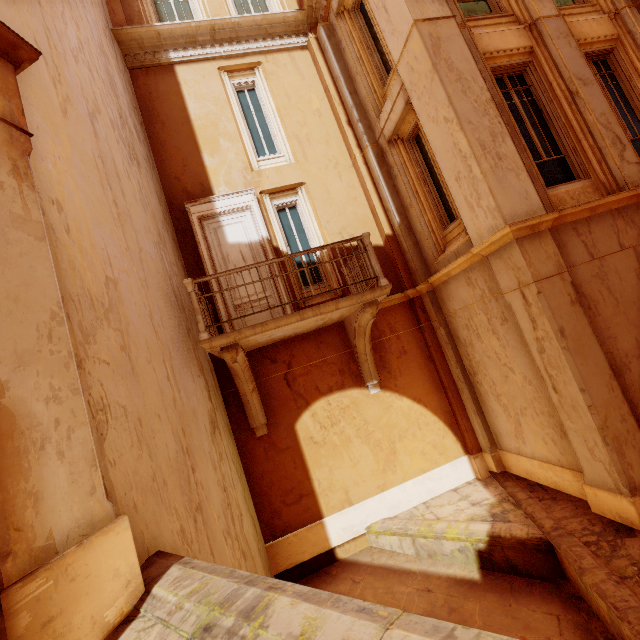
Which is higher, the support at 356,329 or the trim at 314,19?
the trim at 314,19

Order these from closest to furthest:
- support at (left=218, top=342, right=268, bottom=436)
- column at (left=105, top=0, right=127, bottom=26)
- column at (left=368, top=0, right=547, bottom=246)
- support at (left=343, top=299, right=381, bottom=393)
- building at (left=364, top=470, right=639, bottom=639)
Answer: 1. building at (left=364, top=470, right=639, bottom=639)
2. column at (left=368, top=0, right=547, bottom=246)
3. support at (left=218, top=342, right=268, bottom=436)
4. support at (left=343, top=299, right=381, bottom=393)
5. column at (left=105, top=0, right=127, bottom=26)

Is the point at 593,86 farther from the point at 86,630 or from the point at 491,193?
the point at 86,630

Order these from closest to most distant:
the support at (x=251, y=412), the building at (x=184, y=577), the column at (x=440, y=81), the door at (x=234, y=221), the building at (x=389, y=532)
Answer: the building at (x=184, y=577) → the building at (x=389, y=532) → the column at (x=440, y=81) → the support at (x=251, y=412) → the door at (x=234, y=221)

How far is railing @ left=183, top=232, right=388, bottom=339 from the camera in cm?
552

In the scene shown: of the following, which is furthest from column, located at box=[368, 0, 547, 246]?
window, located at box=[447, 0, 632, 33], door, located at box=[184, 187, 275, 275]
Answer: door, located at box=[184, 187, 275, 275]

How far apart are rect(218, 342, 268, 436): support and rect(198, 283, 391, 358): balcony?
0.2 meters

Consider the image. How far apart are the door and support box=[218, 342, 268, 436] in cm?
25
